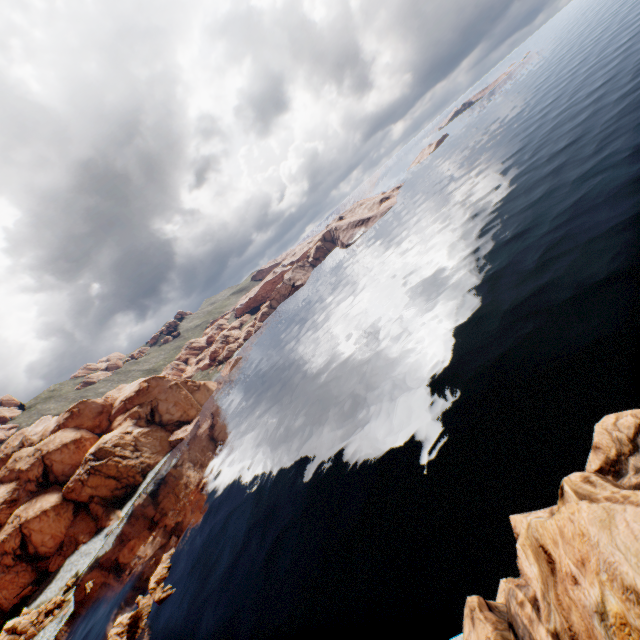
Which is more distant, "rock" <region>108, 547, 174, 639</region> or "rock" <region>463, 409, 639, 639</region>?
"rock" <region>108, 547, 174, 639</region>

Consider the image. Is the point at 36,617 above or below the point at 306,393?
above

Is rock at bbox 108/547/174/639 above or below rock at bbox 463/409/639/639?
below

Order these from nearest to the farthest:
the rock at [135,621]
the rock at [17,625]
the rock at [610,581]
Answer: the rock at [610,581] → the rock at [135,621] → the rock at [17,625]

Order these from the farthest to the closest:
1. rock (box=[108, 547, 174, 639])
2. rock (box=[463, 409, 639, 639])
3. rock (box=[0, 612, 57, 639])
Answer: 1. rock (box=[0, 612, 57, 639])
2. rock (box=[108, 547, 174, 639])
3. rock (box=[463, 409, 639, 639])

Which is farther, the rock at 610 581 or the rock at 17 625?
the rock at 17 625
